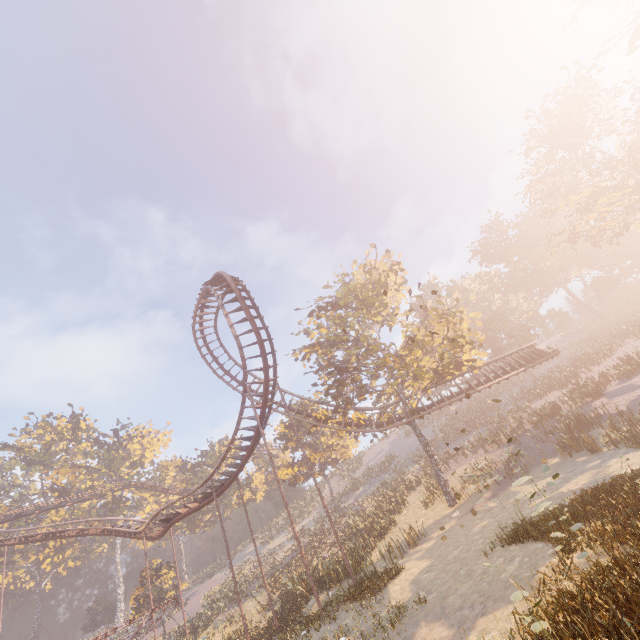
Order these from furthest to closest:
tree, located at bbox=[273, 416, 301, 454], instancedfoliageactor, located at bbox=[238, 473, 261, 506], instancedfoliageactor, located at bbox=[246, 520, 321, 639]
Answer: instancedfoliageactor, located at bbox=[238, 473, 261, 506], tree, located at bbox=[273, 416, 301, 454], instancedfoliageactor, located at bbox=[246, 520, 321, 639]

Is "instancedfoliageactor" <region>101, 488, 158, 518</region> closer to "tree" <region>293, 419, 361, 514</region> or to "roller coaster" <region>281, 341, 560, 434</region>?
"roller coaster" <region>281, 341, 560, 434</region>

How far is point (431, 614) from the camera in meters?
10.1

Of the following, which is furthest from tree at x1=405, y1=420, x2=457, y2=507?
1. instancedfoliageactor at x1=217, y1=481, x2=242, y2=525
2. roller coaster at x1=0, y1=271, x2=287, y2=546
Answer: instancedfoliageactor at x1=217, y1=481, x2=242, y2=525

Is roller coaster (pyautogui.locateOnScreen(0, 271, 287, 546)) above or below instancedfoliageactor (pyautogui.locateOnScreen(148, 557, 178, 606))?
above

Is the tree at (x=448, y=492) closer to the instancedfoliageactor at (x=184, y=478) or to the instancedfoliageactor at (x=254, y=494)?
the instancedfoliageactor at (x=254, y=494)

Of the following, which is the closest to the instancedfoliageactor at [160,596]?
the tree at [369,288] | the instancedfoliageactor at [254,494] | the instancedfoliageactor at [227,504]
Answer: the instancedfoliageactor at [227,504]

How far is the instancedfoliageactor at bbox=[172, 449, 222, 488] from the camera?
55.5m
